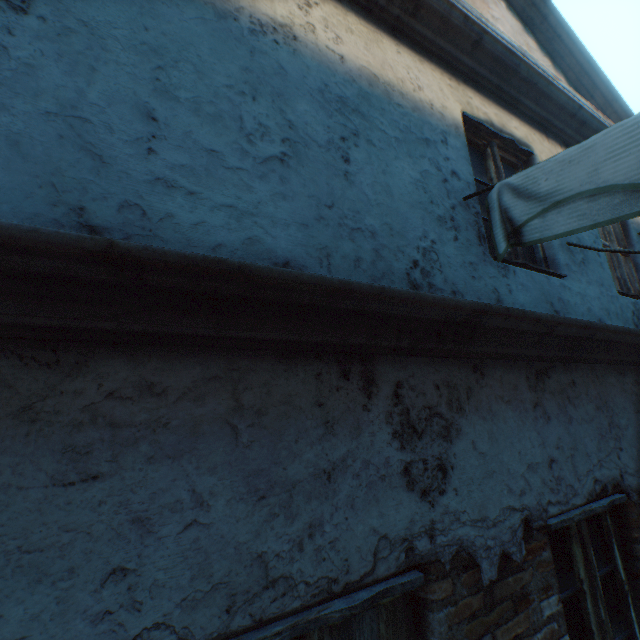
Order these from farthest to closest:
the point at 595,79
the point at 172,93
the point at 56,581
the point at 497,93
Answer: the point at 595,79 → the point at 497,93 → the point at 172,93 → the point at 56,581
